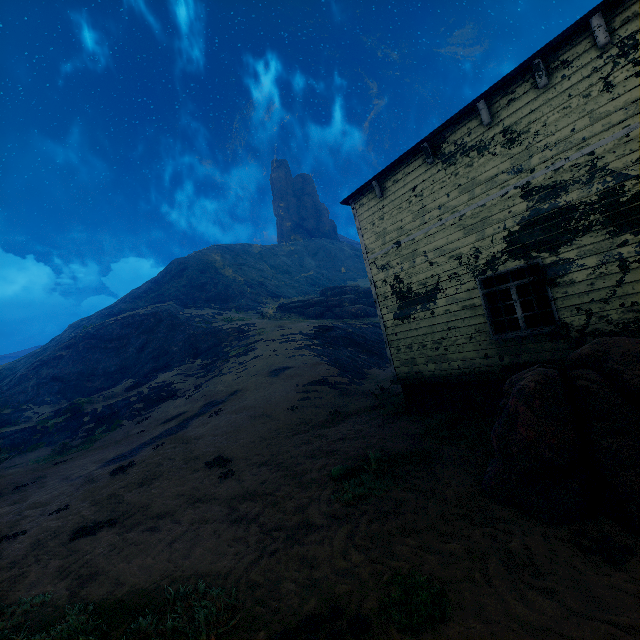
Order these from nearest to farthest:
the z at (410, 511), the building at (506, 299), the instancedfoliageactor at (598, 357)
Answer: the z at (410, 511) → the instancedfoliageactor at (598, 357) → the building at (506, 299)

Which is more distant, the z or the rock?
the rock

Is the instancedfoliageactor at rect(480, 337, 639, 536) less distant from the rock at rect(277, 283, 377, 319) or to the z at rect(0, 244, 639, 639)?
the z at rect(0, 244, 639, 639)

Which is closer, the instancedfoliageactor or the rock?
the instancedfoliageactor

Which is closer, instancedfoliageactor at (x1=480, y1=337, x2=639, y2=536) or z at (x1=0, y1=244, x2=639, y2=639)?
z at (x1=0, y1=244, x2=639, y2=639)

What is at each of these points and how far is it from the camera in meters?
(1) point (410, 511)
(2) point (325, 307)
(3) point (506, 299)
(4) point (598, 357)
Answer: (1) z, 4.7 m
(2) rock, 36.1 m
(3) building, 11.4 m
(4) instancedfoliageactor, 4.6 m

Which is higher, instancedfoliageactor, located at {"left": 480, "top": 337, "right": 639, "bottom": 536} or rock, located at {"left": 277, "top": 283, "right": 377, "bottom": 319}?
rock, located at {"left": 277, "top": 283, "right": 377, "bottom": 319}

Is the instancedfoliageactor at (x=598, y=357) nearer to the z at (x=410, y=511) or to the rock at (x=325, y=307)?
the z at (x=410, y=511)
